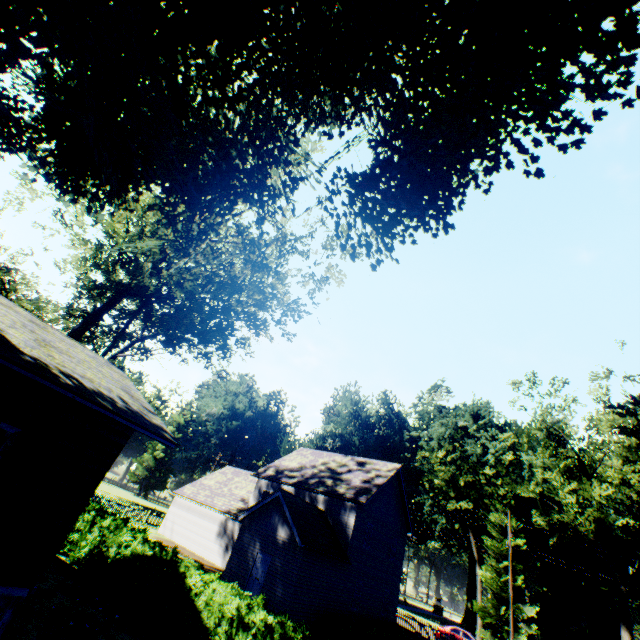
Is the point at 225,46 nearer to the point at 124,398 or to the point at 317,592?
the point at 124,398

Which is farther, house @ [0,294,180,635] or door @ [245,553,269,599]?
door @ [245,553,269,599]

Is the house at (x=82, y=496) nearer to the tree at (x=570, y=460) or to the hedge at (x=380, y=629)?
the hedge at (x=380, y=629)

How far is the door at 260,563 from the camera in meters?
18.0

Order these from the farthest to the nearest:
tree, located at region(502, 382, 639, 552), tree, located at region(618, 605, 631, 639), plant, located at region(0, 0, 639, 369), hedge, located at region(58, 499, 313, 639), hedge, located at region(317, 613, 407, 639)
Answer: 1. tree, located at region(502, 382, 639, 552)
2. tree, located at region(618, 605, 631, 639)
3. hedge, located at region(317, 613, 407, 639)
4. hedge, located at region(58, 499, 313, 639)
5. plant, located at region(0, 0, 639, 369)

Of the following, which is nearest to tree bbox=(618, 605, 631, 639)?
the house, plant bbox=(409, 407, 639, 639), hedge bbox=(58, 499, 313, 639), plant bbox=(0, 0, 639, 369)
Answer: plant bbox=(409, 407, 639, 639)

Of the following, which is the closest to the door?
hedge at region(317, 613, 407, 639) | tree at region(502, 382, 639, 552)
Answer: hedge at region(317, 613, 407, 639)

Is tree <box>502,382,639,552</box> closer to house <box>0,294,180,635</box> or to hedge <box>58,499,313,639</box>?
hedge <box>58,499,313,639</box>
